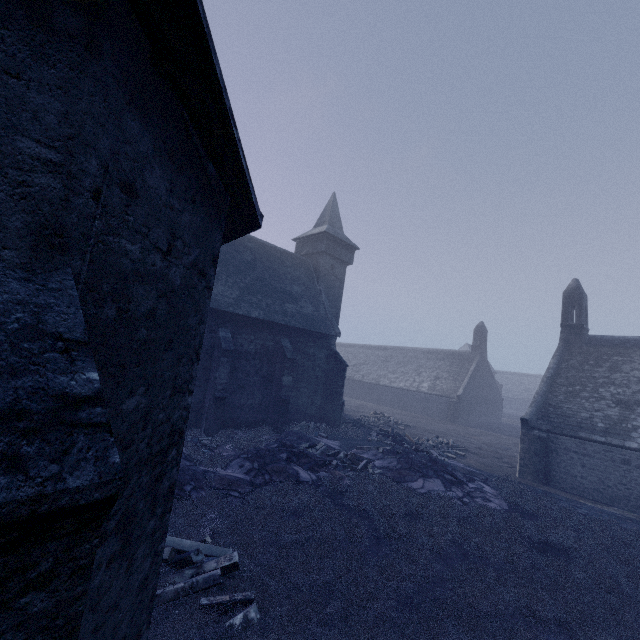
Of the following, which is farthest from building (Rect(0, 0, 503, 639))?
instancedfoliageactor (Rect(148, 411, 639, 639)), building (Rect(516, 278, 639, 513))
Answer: building (Rect(516, 278, 639, 513))

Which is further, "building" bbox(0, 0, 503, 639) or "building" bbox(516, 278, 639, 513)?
"building" bbox(516, 278, 639, 513)

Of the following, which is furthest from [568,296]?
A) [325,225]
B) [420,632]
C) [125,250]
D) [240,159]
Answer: [125,250]

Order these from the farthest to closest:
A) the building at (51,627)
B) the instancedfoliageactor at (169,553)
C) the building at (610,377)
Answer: the building at (610,377) → the instancedfoliageactor at (169,553) → the building at (51,627)

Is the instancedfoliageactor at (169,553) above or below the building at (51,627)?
below

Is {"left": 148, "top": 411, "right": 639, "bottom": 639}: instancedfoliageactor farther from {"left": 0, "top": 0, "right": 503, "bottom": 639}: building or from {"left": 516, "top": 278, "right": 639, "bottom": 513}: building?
{"left": 516, "top": 278, "right": 639, "bottom": 513}: building
